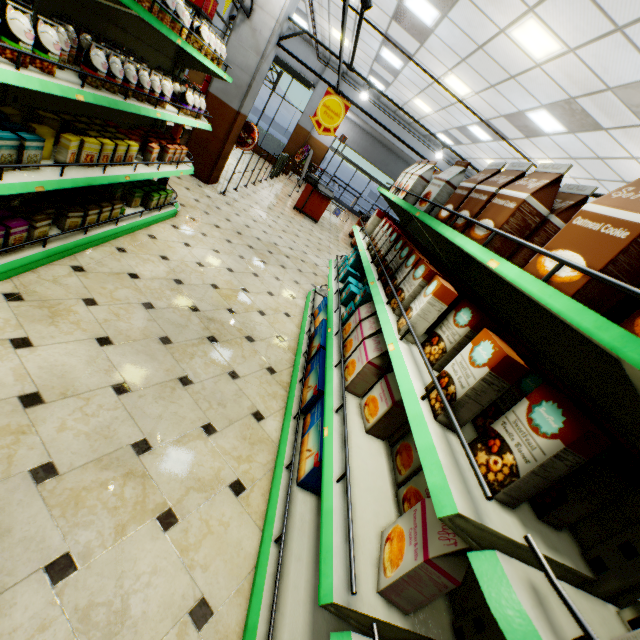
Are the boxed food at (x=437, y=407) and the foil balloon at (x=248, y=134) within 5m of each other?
no

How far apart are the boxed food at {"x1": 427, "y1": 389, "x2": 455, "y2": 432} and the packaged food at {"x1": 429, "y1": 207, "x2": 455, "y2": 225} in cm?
25

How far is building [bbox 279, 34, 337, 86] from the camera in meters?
13.8 m

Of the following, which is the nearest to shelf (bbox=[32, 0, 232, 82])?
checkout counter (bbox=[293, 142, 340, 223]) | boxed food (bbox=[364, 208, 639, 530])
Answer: boxed food (bbox=[364, 208, 639, 530])

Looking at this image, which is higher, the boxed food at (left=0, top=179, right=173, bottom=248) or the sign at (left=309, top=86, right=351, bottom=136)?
the sign at (left=309, top=86, right=351, bottom=136)

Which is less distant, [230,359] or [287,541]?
[287,541]

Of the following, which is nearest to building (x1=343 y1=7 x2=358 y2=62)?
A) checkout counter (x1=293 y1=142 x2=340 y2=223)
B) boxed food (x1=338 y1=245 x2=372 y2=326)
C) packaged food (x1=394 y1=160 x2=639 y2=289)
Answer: checkout counter (x1=293 y1=142 x2=340 y2=223)

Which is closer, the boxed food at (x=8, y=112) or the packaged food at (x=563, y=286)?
the packaged food at (x=563, y=286)
